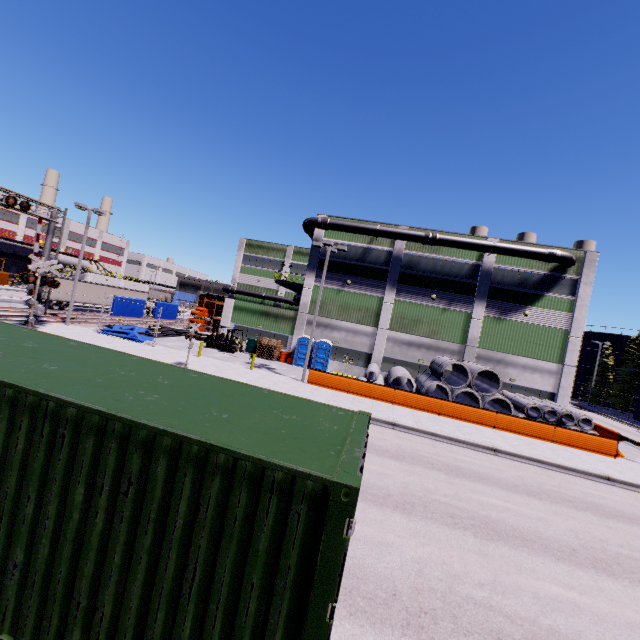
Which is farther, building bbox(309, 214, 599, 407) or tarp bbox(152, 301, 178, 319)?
tarp bbox(152, 301, 178, 319)

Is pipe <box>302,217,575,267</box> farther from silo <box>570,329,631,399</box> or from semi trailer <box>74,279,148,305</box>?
silo <box>570,329,631,399</box>

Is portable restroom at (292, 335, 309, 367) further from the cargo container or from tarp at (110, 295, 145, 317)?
tarp at (110, 295, 145, 317)

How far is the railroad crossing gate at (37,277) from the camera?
21.4 meters

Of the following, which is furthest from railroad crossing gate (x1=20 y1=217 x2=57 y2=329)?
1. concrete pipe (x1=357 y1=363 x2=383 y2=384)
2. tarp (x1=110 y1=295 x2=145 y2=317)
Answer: concrete pipe (x1=357 y1=363 x2=383 y2=384)

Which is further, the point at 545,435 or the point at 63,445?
the point at 545,435

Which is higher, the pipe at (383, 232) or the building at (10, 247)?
the pipe at (383, 232)

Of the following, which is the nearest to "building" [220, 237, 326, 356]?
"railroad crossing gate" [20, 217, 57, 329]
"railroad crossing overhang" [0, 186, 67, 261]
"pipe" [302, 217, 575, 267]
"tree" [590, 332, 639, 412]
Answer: "pipe" [302, 217, 575, 267]
